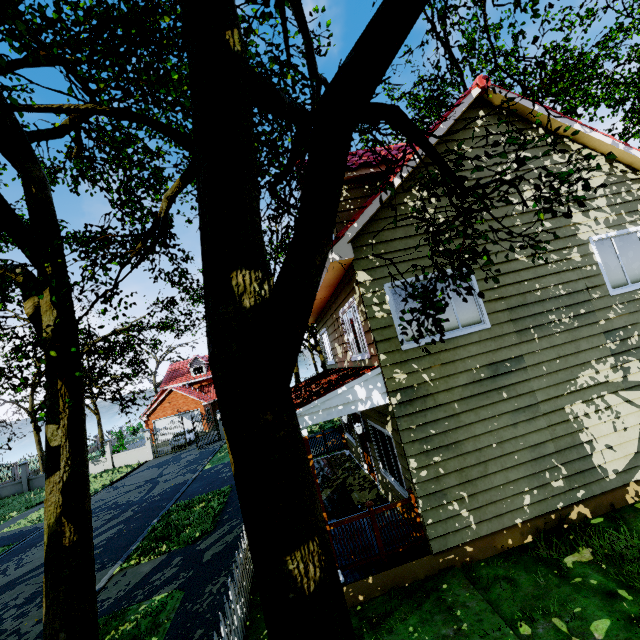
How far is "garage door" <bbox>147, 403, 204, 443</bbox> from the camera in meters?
35.3

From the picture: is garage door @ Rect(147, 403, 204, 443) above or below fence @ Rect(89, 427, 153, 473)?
above

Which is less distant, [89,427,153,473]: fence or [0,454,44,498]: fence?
A: [0,454,44,498]: fence

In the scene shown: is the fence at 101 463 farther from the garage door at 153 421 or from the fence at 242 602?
the fence at 242 602

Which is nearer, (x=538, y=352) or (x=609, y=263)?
(x=538, y=352)

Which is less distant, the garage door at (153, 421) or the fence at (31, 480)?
the fence at (31, 480)

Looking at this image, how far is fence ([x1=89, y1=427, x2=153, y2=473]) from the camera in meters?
27.3 m

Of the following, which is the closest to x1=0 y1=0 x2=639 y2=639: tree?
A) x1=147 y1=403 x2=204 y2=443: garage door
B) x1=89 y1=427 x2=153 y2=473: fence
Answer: x1=89 y1=427 x2=153 y2=473: fence
